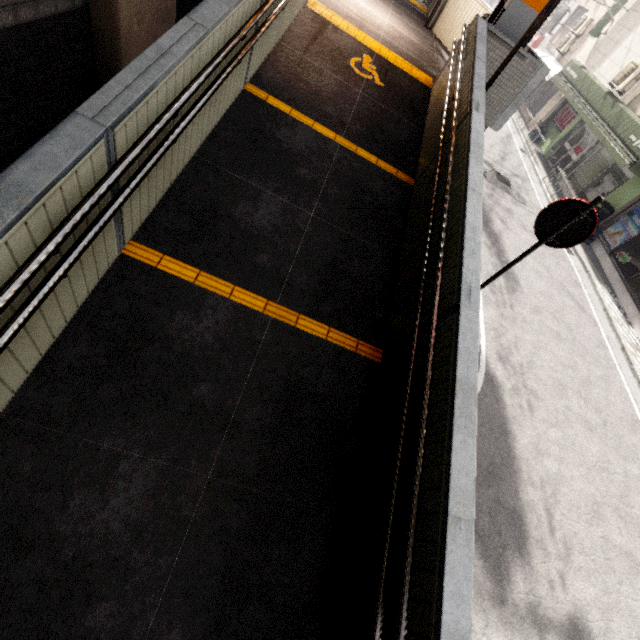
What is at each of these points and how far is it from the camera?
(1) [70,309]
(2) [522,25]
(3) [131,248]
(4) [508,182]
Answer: (1) ramp, 2.5 meters
(2) ticket machine, 5.9 meters
(3) groundtactileadastrip, 3.0 meters
(4) manhole, 12.8 meters

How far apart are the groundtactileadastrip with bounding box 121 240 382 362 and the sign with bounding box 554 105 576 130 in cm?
2054

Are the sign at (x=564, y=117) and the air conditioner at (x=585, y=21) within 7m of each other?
yes

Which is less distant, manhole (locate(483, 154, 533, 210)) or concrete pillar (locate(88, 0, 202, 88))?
concrete pillar (locate(88, 0, 202, 88))

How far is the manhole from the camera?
12.1 meters

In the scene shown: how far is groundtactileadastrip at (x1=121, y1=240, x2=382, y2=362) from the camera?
3.04m

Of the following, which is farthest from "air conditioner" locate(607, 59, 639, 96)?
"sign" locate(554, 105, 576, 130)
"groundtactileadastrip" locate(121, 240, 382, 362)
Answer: "groundtactileadastrip" locate(121, 240, 382, 362)

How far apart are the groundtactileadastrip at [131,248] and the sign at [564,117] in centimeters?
2054cm
